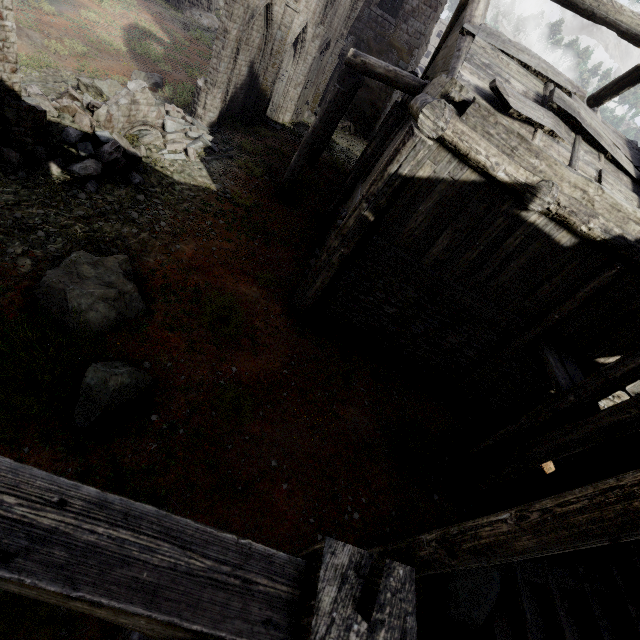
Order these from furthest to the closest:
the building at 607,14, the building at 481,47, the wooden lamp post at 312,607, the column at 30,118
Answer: the building at 607,14, the column at 30,118, the building at 481,47, the wooden lamp post at 312,607

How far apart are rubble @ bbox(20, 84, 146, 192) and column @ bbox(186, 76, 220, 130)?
4.4 meters

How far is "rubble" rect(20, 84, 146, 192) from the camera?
7.58m

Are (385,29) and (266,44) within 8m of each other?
no

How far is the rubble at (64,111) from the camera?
7.6m

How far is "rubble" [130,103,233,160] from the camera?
10.0 meters

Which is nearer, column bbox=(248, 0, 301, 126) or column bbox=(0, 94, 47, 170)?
column bbox=(0, 94, 47, 170)

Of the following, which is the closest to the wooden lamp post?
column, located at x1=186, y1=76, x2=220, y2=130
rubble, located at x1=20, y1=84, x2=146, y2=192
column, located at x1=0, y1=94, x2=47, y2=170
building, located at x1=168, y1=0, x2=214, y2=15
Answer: rubble, located at x1=20, y1=84, x2=146, y2=192
